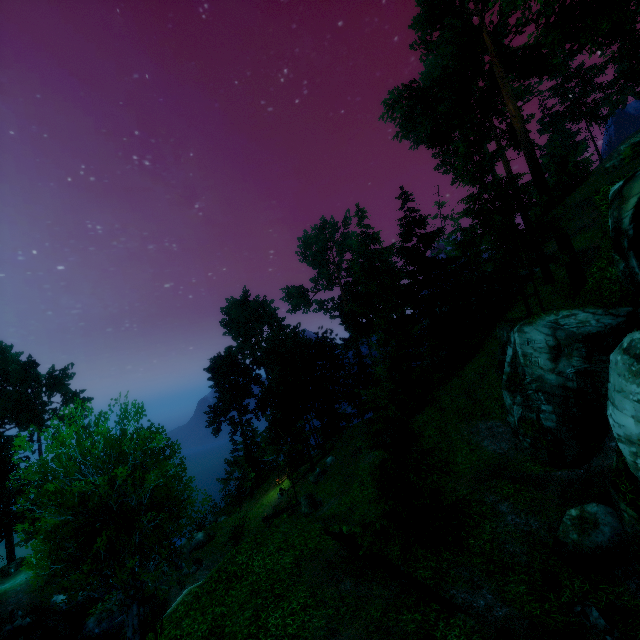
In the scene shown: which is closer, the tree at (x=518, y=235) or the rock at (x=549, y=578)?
the rock at (x=549, y=578)

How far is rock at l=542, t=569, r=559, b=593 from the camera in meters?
10.0 m

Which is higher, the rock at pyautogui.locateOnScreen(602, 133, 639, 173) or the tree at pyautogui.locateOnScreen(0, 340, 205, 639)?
the rock at pyautogui.locateOnScreen(602, 133, 639, 173)

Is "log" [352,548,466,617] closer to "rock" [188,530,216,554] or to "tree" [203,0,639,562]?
"tree" [203,0,639,562]

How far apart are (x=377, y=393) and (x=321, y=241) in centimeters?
3028cm

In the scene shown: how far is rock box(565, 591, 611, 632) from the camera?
8.59m

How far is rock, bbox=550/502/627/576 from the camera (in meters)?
10.23

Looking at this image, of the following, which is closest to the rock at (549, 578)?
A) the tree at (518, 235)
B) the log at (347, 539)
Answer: the tree at (518, 235)
